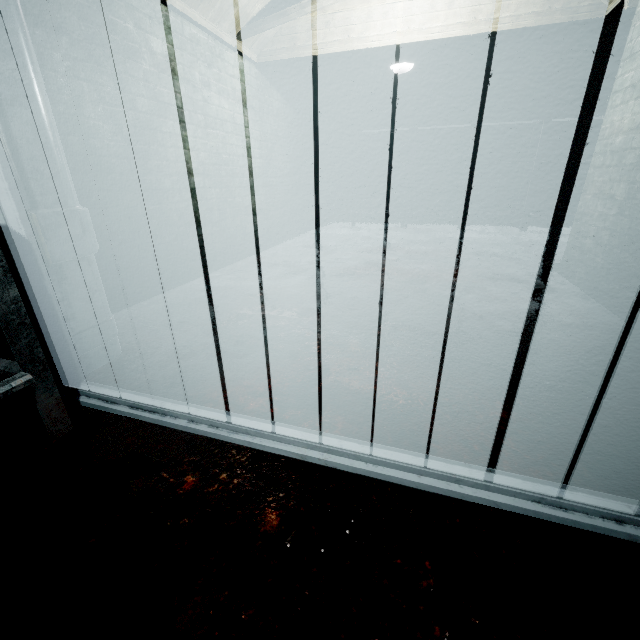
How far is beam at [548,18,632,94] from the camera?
3.3 meters

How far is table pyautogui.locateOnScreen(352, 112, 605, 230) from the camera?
5.0 meters

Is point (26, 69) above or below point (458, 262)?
above

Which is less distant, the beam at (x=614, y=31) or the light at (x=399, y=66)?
the beam at (x=614, y=31)

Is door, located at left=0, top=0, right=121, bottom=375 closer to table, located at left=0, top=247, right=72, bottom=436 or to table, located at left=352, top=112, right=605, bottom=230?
table, located at left=0, top=247, right=72, bottom=436

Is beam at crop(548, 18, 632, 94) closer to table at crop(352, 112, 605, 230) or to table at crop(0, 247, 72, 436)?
table at crop(352, 112, 605, 230)

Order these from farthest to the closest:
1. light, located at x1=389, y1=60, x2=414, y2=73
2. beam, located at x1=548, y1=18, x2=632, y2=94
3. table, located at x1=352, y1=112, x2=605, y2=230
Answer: table, located at x1=352, y1=112, x2=605, y2=230 → light, located at x1=389, y1=60, x2=414, y2=73 → beam, located at x1=548, y1=18, x2=632, y2=94

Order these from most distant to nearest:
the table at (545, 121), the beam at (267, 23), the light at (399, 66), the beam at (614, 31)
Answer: the table at (545, 121) → the light at (399, 66) → the beam at (614, 31) → the beam at (267, 23)
